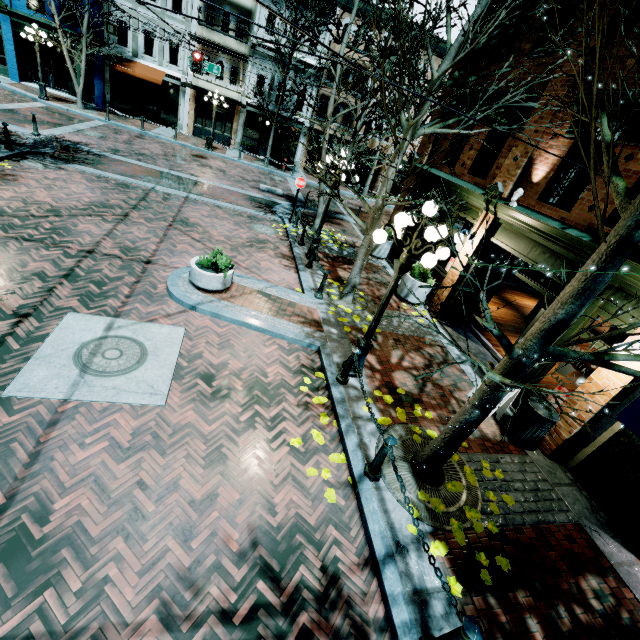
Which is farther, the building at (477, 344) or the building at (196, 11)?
the building at (196, 11)

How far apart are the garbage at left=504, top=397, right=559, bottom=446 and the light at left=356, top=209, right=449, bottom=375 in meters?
3.3

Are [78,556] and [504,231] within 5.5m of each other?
no

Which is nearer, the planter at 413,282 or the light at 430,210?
the light at 430,210

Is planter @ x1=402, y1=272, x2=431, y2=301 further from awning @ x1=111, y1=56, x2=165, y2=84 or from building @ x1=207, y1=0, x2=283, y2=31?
awning @ x1=111, y1=56, x2=165, y2=84

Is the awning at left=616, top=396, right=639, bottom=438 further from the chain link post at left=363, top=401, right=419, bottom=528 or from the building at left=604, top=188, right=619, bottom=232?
the chain link post at left=363, top=401, right=419, bottom=528

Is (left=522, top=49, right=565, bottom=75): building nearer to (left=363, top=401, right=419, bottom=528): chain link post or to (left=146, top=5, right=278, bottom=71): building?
(left=363, top=401, right=419, bottom=528): chain link post

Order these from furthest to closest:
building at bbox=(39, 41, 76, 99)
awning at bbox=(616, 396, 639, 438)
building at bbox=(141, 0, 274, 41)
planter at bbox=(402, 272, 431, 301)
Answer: building at bbox=(39, 41, 76, 99)
building at bbox=(141, 0, 274, 41)
planter at bbox=(402, 272, 431, 301)
awning at bbox=(616, 396, 639, 438)
